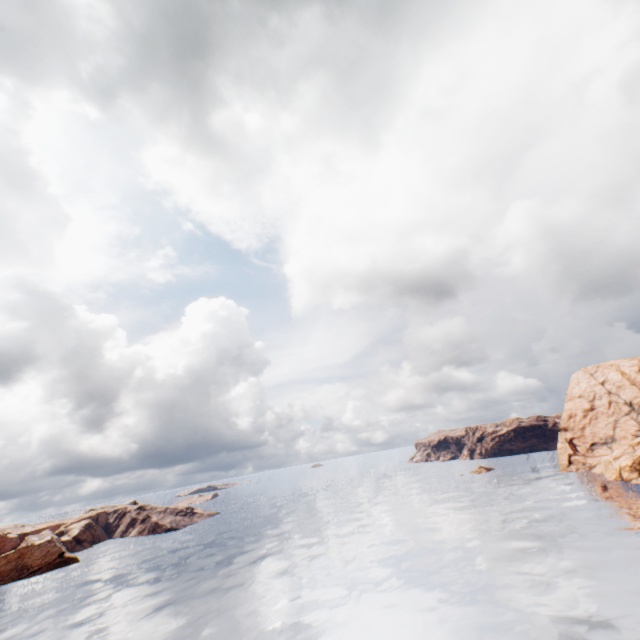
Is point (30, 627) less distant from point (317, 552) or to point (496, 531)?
point (317, 552)
